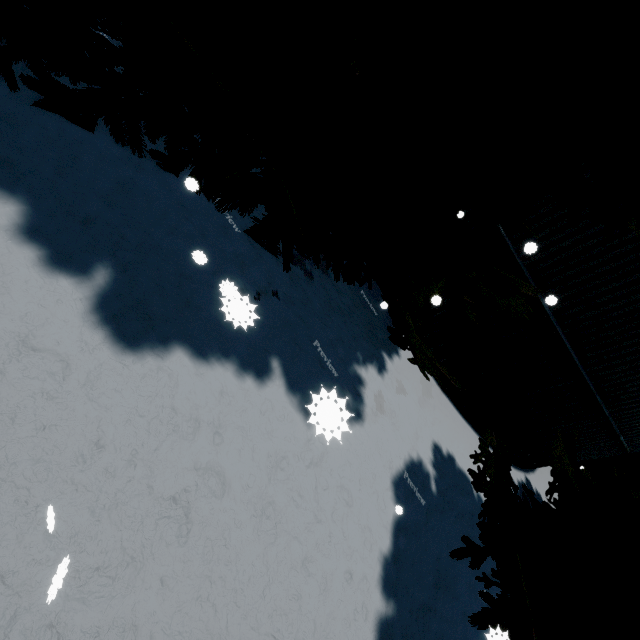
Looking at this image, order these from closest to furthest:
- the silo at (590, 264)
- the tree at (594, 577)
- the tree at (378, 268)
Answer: the tree at (378, 268) → the tree at (594, 577) → the silo at (590, 264)

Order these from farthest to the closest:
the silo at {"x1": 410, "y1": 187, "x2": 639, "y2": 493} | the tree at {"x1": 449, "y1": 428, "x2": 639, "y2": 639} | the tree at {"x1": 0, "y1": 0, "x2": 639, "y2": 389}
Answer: the silo at {"x1": 410, "y1": 187, "x2": 639, "y2": 493} < the tree at {"x1": 449, "y1": 428, "x2": 639, "y2": 639} < the tree at {"x1": 0, "y1": 0, "x2": 639, "y2": 389}

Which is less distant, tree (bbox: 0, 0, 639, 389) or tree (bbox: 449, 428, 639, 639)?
tree (bbox: 0, 0, 639, 389)

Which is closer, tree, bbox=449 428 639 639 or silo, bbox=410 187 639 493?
tree, bbox=449 428 639 639

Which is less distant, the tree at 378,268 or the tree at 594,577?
the tree at 378,268

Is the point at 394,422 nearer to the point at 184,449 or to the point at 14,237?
the point at 184,449
